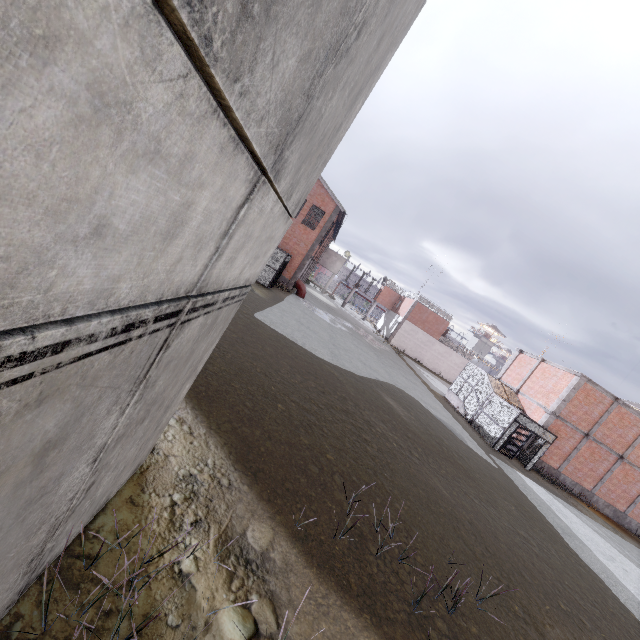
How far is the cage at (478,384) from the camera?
20.4m

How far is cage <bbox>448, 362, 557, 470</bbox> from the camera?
20.4m

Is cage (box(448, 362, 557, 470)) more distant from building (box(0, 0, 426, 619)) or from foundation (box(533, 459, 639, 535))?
building (box(0, 0, 426, 619))

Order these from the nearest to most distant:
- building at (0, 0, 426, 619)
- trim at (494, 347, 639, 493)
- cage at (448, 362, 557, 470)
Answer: building at (0, 0, 426, 619) < cage at (448, 362, 557, 470) < trim at (494, 347, 639, 493)

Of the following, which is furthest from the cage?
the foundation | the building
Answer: the building

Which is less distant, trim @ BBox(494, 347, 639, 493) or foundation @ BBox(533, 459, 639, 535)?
trim @ BBox(494, 347, 639, 493)

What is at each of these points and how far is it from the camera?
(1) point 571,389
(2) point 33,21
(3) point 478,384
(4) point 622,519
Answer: (1) trim, 21.28m
(2) building, 0.57m
(3) cage, 25.44m
(4) foundation, 22.78m

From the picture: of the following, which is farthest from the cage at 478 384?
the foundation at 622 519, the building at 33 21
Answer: the building at 33 21
